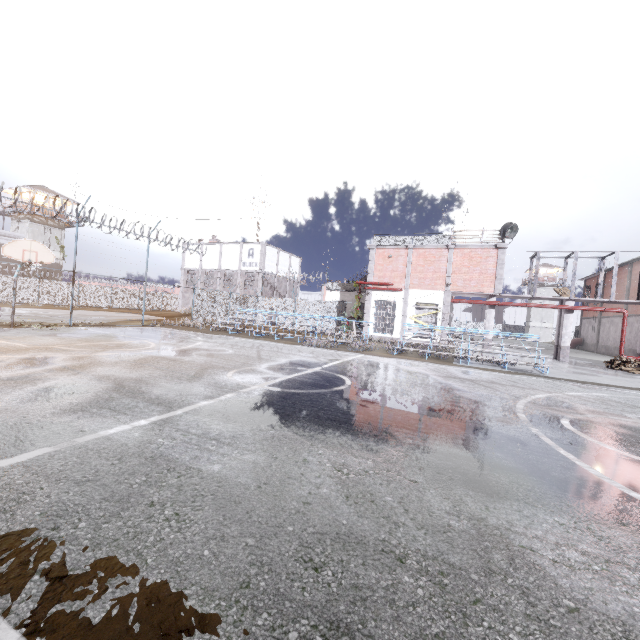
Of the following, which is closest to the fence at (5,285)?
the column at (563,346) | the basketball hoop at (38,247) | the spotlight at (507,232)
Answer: the basketball hoop at (38,247)

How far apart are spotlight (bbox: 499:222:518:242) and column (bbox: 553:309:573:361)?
4.96m

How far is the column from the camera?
20.4m

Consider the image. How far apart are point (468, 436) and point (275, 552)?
3.82m

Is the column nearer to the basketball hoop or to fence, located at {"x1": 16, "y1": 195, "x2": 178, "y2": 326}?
fence, located at {"x1": 16, "y1": 195, "x2": 178, "y2": 326}

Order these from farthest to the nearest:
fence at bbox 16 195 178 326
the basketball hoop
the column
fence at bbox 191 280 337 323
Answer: fence at bbox 191 280 337 323, the column, fence at bbox 16 195 178 326, the basketball hoop

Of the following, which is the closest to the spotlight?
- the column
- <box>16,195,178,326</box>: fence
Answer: the column
